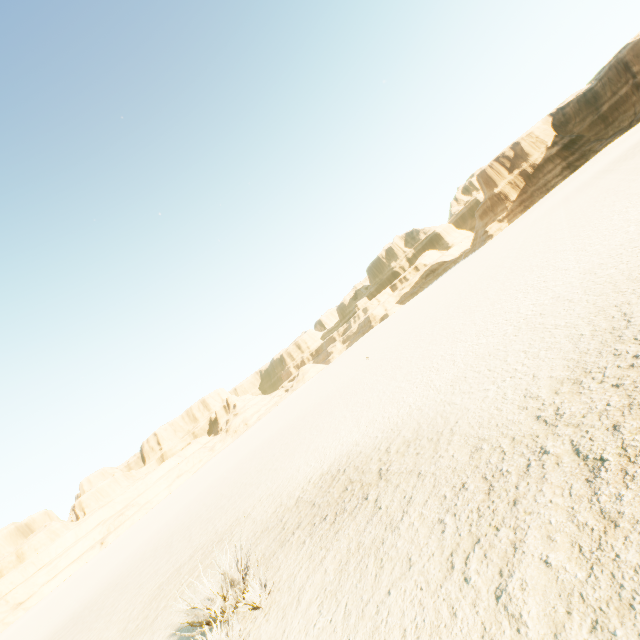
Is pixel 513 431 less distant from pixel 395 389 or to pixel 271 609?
pixel 271 609
